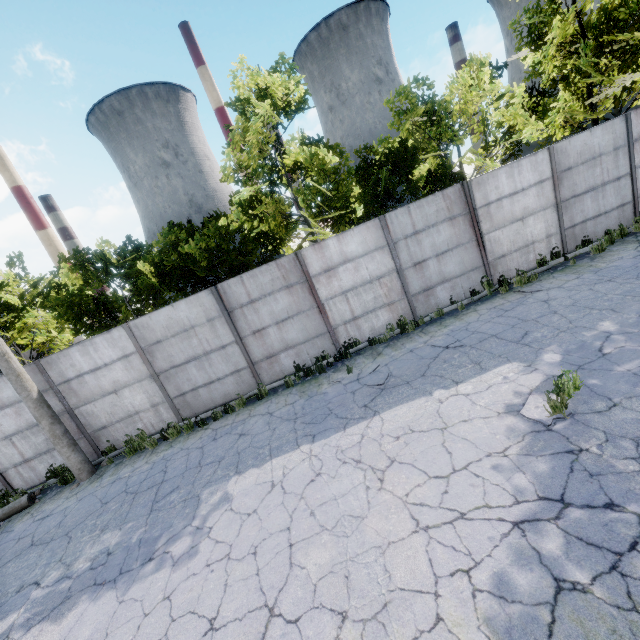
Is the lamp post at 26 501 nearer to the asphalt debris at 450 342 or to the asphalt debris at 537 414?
the asphalt debris at 450 342

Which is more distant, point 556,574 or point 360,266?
point 360,266

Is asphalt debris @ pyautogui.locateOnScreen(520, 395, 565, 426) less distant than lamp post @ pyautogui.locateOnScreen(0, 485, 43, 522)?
Yes

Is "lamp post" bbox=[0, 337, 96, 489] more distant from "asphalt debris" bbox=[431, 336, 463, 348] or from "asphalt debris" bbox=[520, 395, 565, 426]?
"asphalt debris" bbox=[520, 395, 565, 426]

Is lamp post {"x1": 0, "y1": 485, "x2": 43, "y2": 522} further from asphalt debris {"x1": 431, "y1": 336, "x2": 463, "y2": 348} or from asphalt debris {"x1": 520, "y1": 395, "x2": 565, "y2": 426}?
asphalt debris {"x1": 520, "y1": 395, "x2": 565, "y2": 426}

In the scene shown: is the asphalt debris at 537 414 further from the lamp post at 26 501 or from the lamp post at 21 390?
the lamp post at 26 501

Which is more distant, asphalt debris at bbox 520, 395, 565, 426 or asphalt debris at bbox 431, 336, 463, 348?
asphalt debris at bbox 431, 336, 463, 348

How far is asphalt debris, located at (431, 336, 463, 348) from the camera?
8.3 meters
